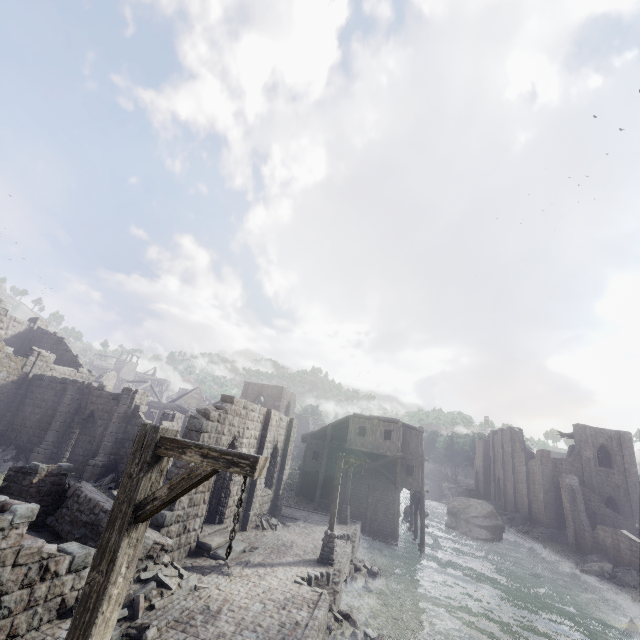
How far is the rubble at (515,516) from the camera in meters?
37.1 m

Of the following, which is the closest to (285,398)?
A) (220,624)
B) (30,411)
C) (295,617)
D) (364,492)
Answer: (364,492)

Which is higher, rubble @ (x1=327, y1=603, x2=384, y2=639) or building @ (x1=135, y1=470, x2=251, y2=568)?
building @ (x1=135, y1=470, x2=251, y2=568)

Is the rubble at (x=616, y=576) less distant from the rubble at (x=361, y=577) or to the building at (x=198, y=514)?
the building at (x=198, y=514)

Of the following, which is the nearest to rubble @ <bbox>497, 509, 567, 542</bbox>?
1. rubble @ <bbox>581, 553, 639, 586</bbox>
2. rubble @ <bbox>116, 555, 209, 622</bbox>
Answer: rubble @ <bbox>581, 553, 639, 586</bbox>

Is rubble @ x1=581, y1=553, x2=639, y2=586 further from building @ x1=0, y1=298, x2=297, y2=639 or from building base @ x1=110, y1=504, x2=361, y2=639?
building base @ x1=110, y1=504, x2=361, y2=639

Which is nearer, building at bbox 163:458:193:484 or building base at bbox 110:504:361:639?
building base at bbox 110:504:361:639

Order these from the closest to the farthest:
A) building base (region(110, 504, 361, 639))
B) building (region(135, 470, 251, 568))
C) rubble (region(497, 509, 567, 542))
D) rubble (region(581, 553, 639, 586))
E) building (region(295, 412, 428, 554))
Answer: building base (region(110, 504, 361, 639)) < building (region(135, 470, 251, 568)) < rubble (region(581, 553, 639, 586)) < building (region(295, 412, 428, 554)) < rubble (region(497, 509, 567, 542))
